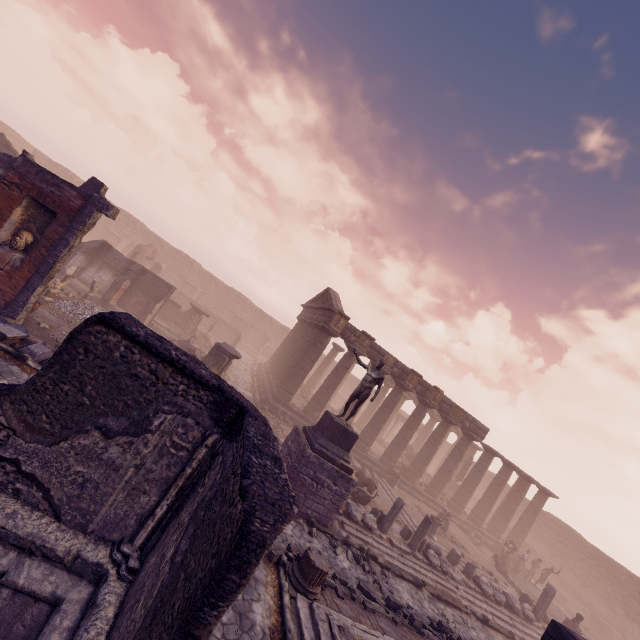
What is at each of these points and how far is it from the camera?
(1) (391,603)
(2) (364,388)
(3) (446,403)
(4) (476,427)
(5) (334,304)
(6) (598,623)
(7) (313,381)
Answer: (1) stone blocks, 9.24m
(2) sculpture, 11.98m
(3) entablature, 22.72m
(4) entablature, 23.42m
(5) pediment, 21.33m
(6) building debris, 23.44m
(7) column, 31.12m

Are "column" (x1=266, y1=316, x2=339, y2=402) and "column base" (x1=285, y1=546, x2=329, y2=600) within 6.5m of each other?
no

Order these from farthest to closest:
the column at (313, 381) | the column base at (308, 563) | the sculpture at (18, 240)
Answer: the column at (313, 381) → the sculpture at (18, 240) → the column base at (308, 563)

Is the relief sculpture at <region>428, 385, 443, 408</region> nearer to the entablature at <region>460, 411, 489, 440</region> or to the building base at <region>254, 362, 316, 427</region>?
the entablature at <region>460, 411, 489, 440</region>

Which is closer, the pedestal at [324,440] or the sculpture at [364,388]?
the pedestal at [324,440]

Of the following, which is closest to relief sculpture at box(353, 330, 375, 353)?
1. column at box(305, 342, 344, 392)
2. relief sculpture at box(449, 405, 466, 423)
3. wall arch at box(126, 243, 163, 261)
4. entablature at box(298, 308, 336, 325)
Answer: entablature at box(298, 308, 336, 325)

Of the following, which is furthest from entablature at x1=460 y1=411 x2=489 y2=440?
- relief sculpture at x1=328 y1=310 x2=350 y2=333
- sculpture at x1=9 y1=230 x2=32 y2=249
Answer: sculpture at x1=9 y1=230 x2=32 y2=249

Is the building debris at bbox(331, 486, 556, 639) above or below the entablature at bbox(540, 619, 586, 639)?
below
